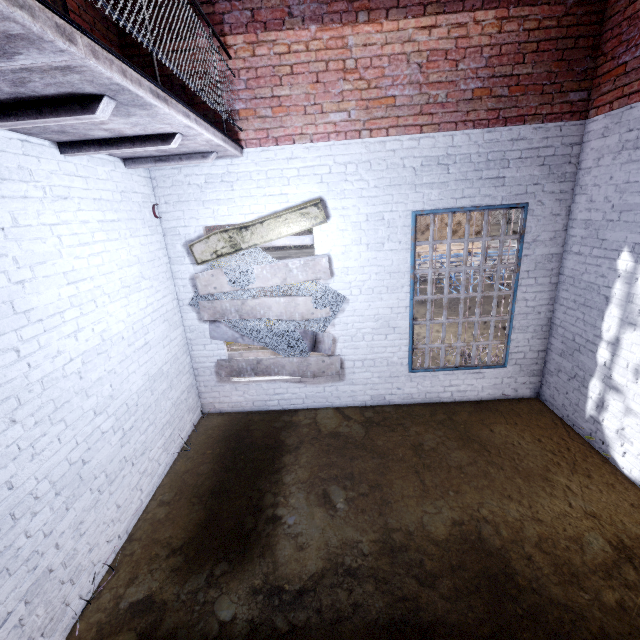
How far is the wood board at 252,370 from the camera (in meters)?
5.02

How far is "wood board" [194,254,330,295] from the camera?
4.6 meters

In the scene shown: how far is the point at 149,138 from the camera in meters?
2.9

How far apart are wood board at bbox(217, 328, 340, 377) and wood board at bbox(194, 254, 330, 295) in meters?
0.1

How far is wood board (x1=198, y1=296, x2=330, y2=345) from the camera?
4.8m

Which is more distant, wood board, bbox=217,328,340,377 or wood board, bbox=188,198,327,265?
wood board, bbox=217,328,340,377

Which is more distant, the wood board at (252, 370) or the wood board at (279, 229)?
the wood board at (252, 370)
